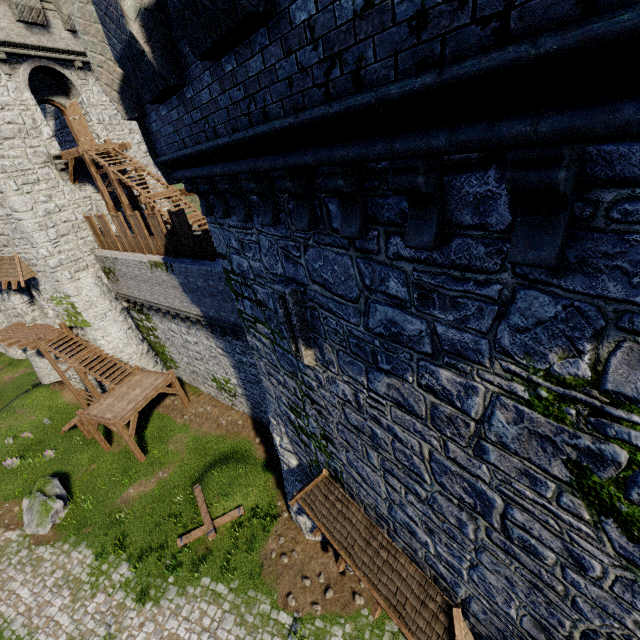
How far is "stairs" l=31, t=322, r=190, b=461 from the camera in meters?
17.4 m

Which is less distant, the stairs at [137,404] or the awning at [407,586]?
the awning at [407,586]

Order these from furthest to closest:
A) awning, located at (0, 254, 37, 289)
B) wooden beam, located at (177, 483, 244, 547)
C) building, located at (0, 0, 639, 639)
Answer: awning, located at (0, 254, 37, 289) < wooden beam, located at (177, 483, 244, 547) < building, located at (0, 0, 639, 639)

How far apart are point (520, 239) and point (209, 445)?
19.6 meters

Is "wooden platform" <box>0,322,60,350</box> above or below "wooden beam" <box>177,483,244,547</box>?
above

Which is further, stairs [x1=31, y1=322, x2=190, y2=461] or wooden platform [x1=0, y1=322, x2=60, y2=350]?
wooden platform [x1=0, y1=322, x2=60, y2=350]

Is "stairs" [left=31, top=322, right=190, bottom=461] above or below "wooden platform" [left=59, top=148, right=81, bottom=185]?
below

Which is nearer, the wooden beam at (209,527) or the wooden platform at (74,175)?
the wooden beam at (209,527)
